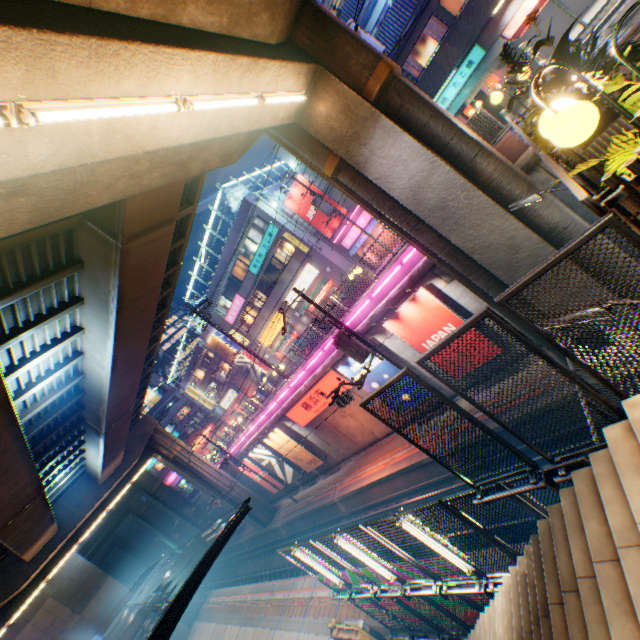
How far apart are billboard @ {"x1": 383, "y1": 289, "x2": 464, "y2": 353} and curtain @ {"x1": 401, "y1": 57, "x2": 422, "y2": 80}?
14.03m

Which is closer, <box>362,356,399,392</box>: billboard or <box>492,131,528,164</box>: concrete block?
<box>492,131,528,164</box>: concrete block

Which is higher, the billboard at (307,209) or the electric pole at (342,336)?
the billboard at (307,209)

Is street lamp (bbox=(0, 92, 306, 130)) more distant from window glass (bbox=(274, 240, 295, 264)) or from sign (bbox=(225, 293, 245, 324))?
sign (bbox=(225, 293, 245, 324))

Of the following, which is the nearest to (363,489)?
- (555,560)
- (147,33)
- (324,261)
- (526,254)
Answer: (526,254)

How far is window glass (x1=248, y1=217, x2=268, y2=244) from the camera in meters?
28.4 m

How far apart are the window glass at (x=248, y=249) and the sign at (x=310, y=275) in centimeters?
430cm
